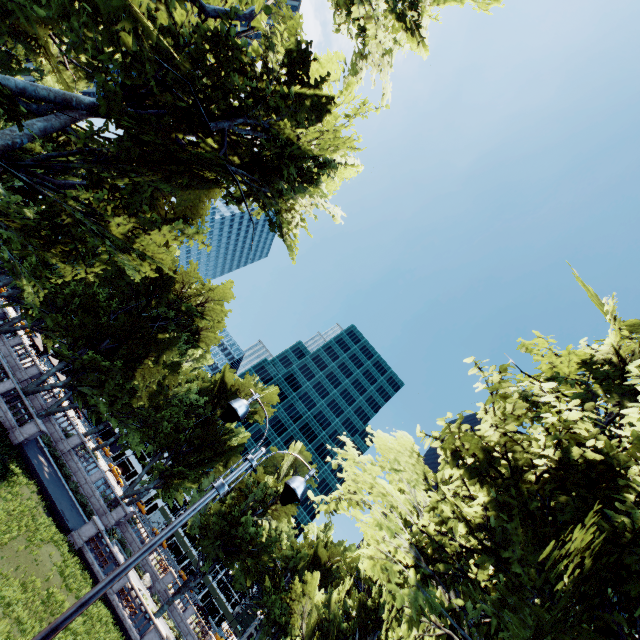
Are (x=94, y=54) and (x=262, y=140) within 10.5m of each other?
yes

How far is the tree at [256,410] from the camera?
45.6m

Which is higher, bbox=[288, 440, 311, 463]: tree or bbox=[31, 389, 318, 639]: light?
bbox=[288, 440, 311, 463]: tree

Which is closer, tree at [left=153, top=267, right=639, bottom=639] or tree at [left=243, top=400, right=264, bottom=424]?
tree at [left=153, top=267, right=639, bottom=639]

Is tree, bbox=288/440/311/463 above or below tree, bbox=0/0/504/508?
above

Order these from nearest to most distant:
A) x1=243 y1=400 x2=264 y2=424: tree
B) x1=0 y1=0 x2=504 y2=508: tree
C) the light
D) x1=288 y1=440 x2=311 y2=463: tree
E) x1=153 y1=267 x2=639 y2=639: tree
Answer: the light, x1=153 y1=267 x2=639 y2=639: tree, x1=0 y1=0 x2=504 y2=508: tree, x1=288 y1=440 x2=311 y2=463: tree, x1=243 y1=400 x2=264 y2=424: tree

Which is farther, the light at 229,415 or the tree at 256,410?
the tree at 256,410

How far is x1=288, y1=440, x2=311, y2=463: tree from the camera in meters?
44.4
